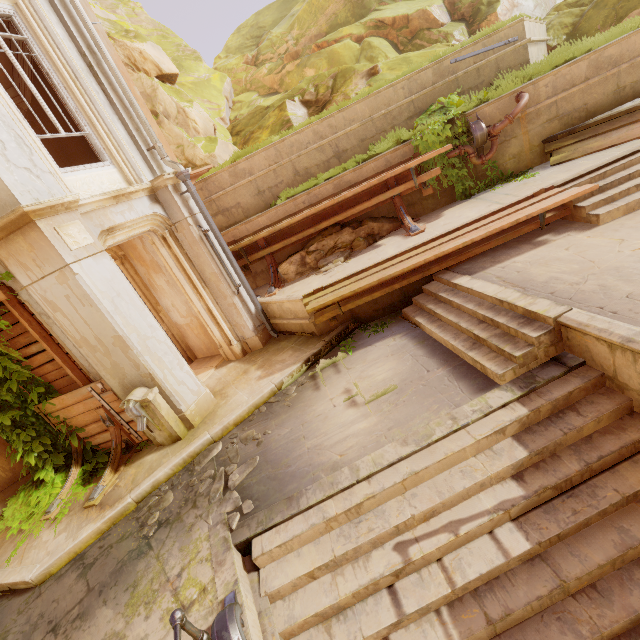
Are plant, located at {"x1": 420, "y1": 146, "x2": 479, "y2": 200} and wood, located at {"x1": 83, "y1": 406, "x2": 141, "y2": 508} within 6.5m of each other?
no

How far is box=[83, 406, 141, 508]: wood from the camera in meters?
5.7

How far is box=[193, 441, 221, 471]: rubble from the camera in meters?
5.5 m

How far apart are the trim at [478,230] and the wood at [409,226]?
0.9m

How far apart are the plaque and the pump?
2.5 meters

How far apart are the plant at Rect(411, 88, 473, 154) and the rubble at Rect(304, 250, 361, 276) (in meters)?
2.51

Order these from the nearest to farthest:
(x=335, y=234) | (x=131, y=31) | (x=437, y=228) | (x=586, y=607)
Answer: (x=586, y=607) → (x=437, y=228) → (x=335, y=234) → (x=131, y=31)

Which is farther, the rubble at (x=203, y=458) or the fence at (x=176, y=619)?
the rubble at (x=203, y=458)
